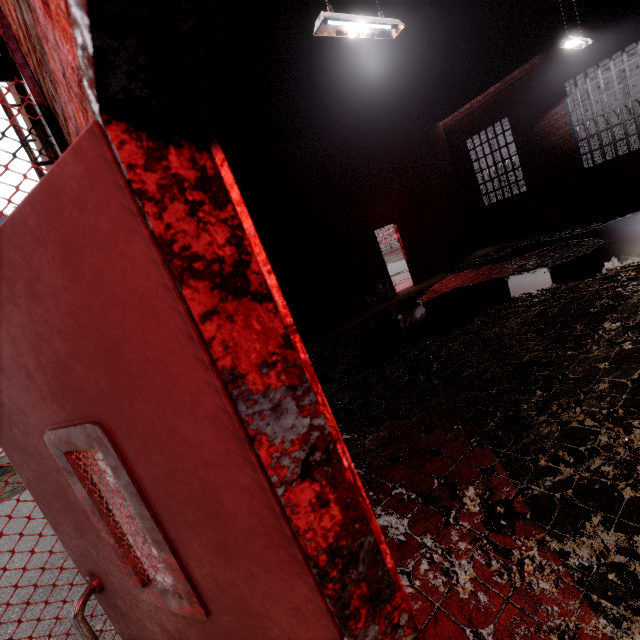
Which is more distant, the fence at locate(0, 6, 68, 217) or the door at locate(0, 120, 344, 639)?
the fence at locate(0, 6, 68, 217)

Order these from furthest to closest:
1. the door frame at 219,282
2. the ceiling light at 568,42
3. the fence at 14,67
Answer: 1. the ceiling light at 568,42
2. the fence at 14,67
3. the door frame at 219,282

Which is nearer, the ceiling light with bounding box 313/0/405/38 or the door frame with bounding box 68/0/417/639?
the door frame with bounding box 68/0/417/639

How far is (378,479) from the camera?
2.8m

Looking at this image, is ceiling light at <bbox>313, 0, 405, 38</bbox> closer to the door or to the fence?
the fence

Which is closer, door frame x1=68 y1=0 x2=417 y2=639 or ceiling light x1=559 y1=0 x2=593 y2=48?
door frame x1=68 y1=0 x2=417 y2=639

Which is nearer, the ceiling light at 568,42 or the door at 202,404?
the door at 202,404

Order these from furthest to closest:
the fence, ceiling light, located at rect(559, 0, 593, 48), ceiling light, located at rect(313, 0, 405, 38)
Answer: ceiling light, located at rect(559, 0, 593, 48)
ceiling light, located at rect(313, 0, 405, 38)
the fence
